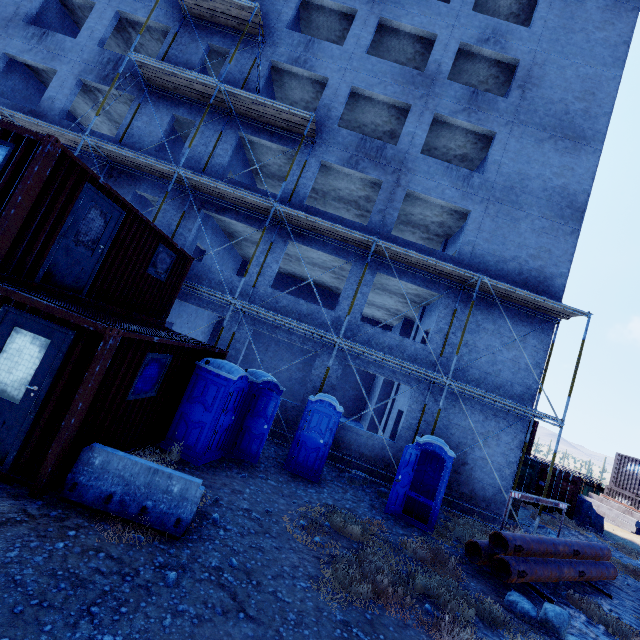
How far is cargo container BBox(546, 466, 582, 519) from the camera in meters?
18.3

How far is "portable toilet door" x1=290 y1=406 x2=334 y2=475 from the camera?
9.6 meters

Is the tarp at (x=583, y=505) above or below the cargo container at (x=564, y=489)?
below

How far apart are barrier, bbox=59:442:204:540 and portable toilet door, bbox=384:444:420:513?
5.4 meters

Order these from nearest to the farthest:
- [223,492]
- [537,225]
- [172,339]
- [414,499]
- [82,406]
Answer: [82,406]
[223,492]
[172,339]
[414,499]
[537,225]

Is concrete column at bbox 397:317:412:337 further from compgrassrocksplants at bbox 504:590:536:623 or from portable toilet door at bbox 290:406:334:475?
compgrassrocksplants at bbox 504:590:536:623

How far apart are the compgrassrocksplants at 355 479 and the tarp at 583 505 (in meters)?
16.35

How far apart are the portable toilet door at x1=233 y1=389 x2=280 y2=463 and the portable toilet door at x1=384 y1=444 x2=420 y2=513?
3.7 meters
